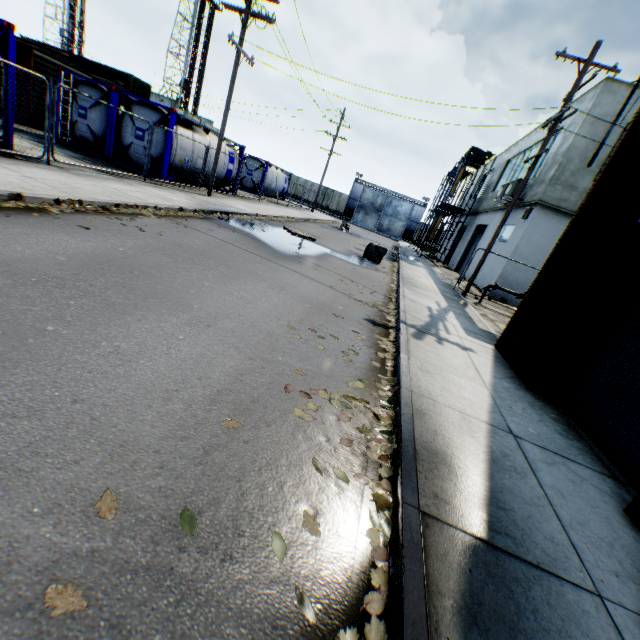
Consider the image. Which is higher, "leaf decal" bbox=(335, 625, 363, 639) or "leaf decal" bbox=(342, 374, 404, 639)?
"leaf decal" bbox=(342, 374, 404, 639)

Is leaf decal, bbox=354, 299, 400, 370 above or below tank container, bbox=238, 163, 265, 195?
below

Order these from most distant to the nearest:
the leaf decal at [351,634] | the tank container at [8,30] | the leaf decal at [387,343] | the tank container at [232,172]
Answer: the tank container at [232,172]
the tank container at [8,30]
the leaf decal at [387,343]
the leaf decal at [351,634]

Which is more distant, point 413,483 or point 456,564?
point 413,483

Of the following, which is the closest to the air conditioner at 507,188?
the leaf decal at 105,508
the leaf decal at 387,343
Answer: the leaf decal at 387,343

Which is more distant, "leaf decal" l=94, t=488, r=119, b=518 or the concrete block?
the concrete block

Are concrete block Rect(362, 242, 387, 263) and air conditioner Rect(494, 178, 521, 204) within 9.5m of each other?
yes

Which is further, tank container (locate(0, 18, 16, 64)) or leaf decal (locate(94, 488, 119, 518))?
tank container (locate(0, 18, 16, 64))
